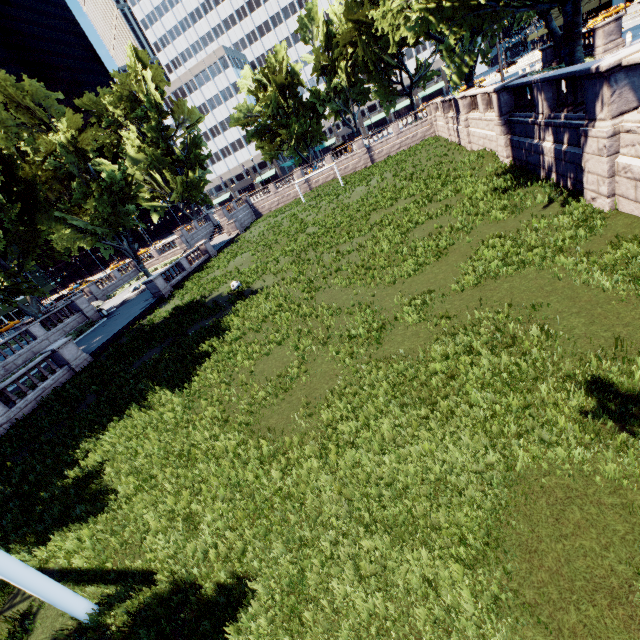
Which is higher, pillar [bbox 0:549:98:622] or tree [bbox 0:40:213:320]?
tree [bbox 0:40:213:320]

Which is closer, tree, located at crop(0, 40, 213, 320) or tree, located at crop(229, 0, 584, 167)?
tree, located at crop(229, 0, 584, 167)

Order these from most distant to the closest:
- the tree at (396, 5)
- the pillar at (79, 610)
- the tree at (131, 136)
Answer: the tree at (131, 136) < the tree at (396, 5) < the pillar at (79, 610)

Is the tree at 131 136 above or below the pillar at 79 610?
above

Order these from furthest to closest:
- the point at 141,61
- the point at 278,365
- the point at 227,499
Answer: the point at 141,61 < the point at 278,365 < the point at 227,499

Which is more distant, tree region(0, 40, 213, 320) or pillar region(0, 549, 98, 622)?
tree region(0, 40, 213, 320)

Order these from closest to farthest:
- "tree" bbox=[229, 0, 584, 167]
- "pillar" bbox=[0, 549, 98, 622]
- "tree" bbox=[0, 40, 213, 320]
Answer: "pillar" bbox=[0, 549, 98, 622], "tree" bbox=[229, 0, 584, 167], "tree" bbox=[0, 40, 213, 320]
